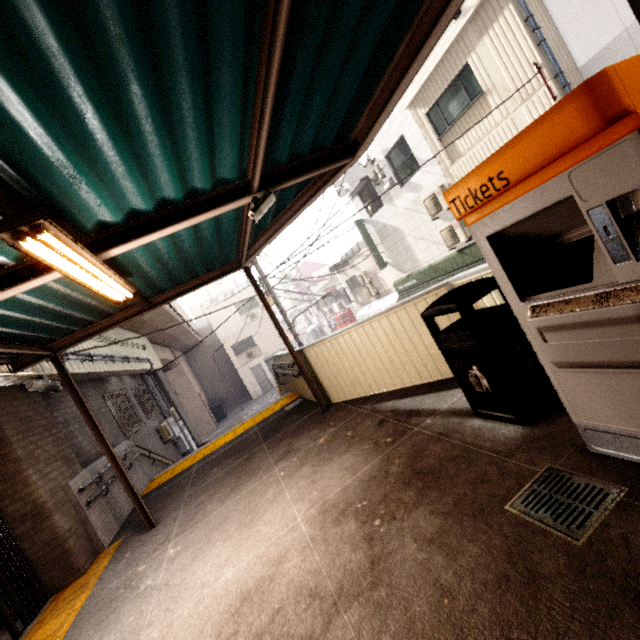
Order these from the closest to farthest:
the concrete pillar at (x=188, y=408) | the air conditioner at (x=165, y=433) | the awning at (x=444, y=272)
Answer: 1. the air conditioner at (x=165, y=433)
2. the awning at (x=444, y=272)
3. the concrete pillar at (x=188, y=408)

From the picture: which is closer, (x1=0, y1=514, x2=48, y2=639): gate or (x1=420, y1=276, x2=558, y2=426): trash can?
(x1=420, y1=276, x2=558, y2=426): trash can

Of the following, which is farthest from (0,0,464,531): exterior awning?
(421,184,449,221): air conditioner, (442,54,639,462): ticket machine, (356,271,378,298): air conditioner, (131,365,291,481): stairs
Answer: (356,271,378,298): air conditioner

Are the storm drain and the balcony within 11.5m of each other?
no

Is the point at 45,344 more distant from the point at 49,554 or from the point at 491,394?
the point at 491,394

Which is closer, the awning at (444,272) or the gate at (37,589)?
the gate at (37,589)

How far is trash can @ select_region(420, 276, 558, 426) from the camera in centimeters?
258cm

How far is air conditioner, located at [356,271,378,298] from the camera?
20.9 meters
